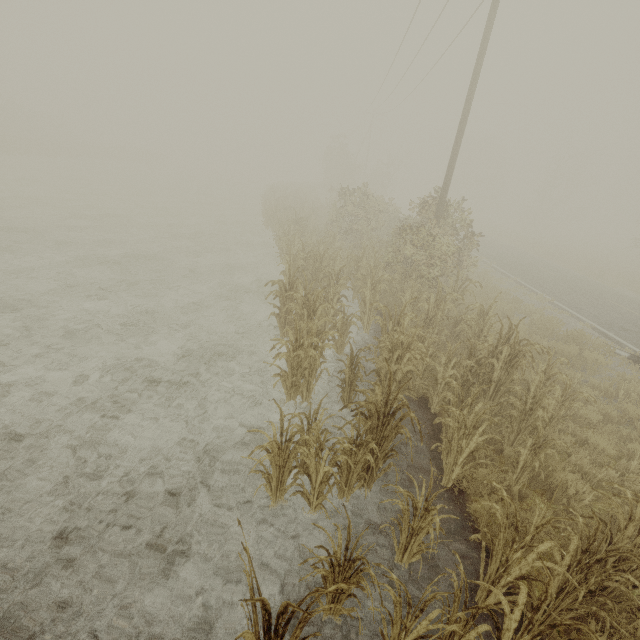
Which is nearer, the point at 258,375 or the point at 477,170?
the point at 258,375

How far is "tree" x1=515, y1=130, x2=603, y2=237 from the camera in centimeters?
4350cm

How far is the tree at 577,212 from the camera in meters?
43.5
